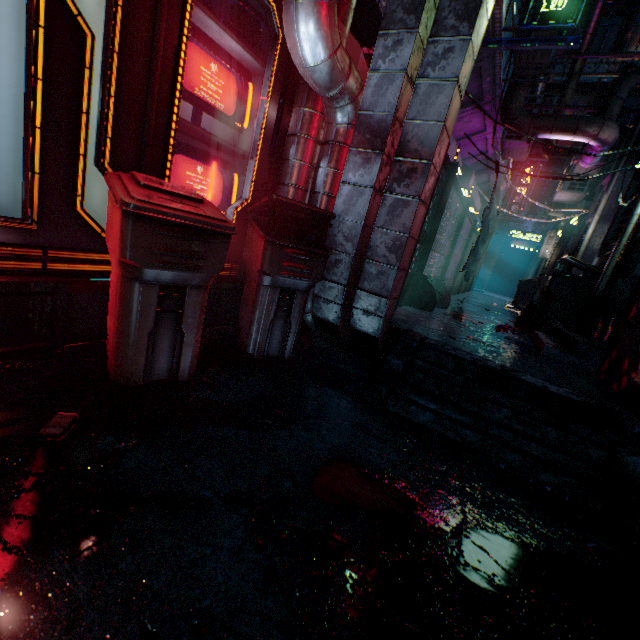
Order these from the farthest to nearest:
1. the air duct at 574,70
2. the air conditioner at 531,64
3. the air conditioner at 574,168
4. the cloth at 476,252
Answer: the air duct at 574,70 < the air conditioner at 574,168 < the air conditioner at 531,64 < the cloth at 476,252

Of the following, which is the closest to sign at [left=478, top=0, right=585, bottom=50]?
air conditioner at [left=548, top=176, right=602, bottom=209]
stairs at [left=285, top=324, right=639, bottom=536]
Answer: stairs at [left=285, top=324, right=639, bottom=536]

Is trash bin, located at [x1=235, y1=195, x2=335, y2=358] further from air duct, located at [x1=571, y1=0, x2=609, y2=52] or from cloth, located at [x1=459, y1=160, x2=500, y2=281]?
air duct, located at [x1=571, y1=0, x2=609, y2=52]

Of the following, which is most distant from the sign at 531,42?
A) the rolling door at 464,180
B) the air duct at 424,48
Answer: the rolling door at 464,180

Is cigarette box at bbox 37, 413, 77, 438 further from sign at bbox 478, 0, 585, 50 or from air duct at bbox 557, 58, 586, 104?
air duct at bbox 557, 58, 586, 104

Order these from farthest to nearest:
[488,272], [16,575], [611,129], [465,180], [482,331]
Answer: [488,272], [465,180], [611,129], [482,331], [16,575]

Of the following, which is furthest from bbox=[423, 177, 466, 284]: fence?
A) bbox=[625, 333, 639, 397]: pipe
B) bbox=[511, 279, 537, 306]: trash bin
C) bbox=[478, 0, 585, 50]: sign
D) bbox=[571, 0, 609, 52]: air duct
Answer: bbox=[511, 279, 537, 306]: trash bin

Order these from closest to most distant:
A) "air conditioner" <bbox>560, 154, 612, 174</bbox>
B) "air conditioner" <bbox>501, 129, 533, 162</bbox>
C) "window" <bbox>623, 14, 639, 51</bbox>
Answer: "air conditioner" <bbox>560, 154, 612, 174</bbox>
"air conditioner" <bbox>501, 129, 533, 162</bbox>
"window" <bbox>623, 14, 639, 51</bbox>
